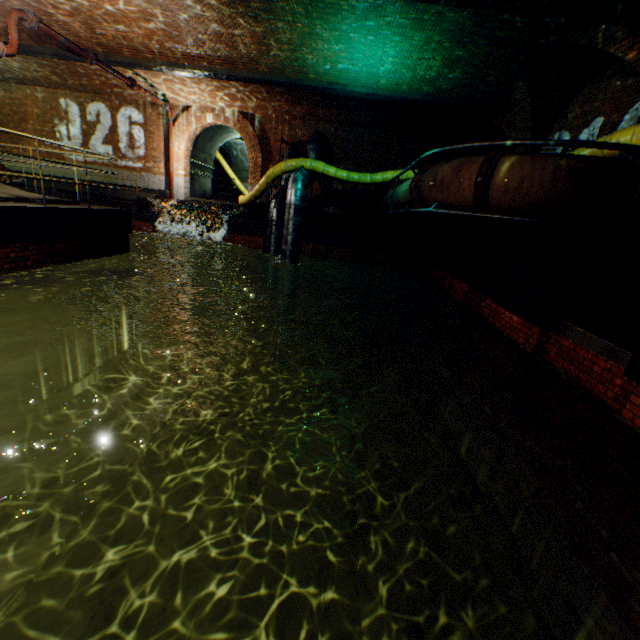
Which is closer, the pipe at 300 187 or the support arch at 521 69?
the support arch at 521 69

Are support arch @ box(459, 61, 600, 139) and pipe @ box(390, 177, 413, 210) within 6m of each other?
yes

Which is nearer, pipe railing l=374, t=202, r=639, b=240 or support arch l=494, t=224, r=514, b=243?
pipe railing l=374, t=202, r=639, b=240

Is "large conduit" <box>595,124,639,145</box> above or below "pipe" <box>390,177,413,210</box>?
above

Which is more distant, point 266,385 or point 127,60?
point 266,385

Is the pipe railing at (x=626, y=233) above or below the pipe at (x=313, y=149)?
below

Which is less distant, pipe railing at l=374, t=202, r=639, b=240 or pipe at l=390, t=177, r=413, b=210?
pipe railing at l=374, t=202, r=639, b=240

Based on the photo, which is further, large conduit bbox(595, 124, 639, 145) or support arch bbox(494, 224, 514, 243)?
support arch bbox(494, 224, 514, 243)
